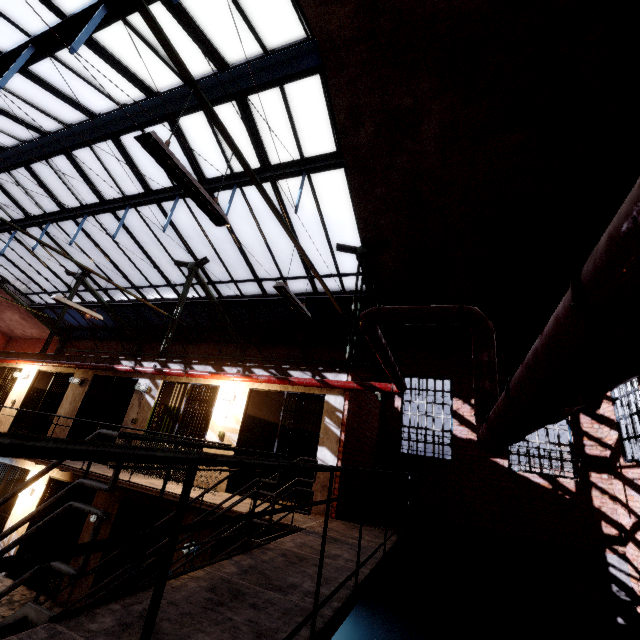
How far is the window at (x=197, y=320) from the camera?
12.8 meters

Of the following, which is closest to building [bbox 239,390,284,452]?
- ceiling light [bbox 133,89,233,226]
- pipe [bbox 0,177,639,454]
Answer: pipe [bbox 0,177,639,454]

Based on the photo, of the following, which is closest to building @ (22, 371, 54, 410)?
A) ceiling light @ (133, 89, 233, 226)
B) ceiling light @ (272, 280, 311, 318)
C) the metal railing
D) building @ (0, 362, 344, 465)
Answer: building @ (0, 362, 344, 465)

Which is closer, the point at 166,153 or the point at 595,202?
the point at 166,153

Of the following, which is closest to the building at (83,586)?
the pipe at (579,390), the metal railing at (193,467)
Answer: the metal railing at (193,467)

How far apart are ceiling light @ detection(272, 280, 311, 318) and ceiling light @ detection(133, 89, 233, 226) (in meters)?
1.42

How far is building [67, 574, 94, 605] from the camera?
7.4 meters

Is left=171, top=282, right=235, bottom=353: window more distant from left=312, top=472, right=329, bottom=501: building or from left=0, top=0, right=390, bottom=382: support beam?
left=312, top=472, right=329, bottom=501: building
